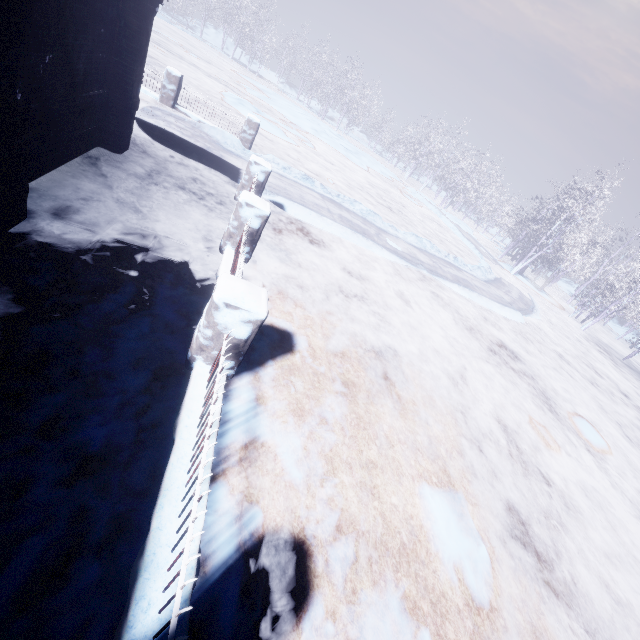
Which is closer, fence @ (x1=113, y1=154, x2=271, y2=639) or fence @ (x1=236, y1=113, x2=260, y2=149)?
fence @ (x1=113, y1=154, x2=271, y2=639)

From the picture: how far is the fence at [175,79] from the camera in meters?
9.1 m

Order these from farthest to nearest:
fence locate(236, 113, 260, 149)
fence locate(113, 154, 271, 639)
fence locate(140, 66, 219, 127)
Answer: fence locate(236, 113, 260, 149), fence locate(140, 66, 219, 127), fence locate(113, 154, 271, 639)

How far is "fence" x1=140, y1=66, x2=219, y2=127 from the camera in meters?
9.1

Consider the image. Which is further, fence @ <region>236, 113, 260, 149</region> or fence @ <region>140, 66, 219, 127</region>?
fence @ <region>236, 113, 260, 149</region>

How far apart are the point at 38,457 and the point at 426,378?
4.8 meters

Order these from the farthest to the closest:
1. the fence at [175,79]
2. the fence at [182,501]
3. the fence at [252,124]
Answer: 1. the fence at [252,124]
2. the fence at [175,79]
3. the fence at [182,501]
